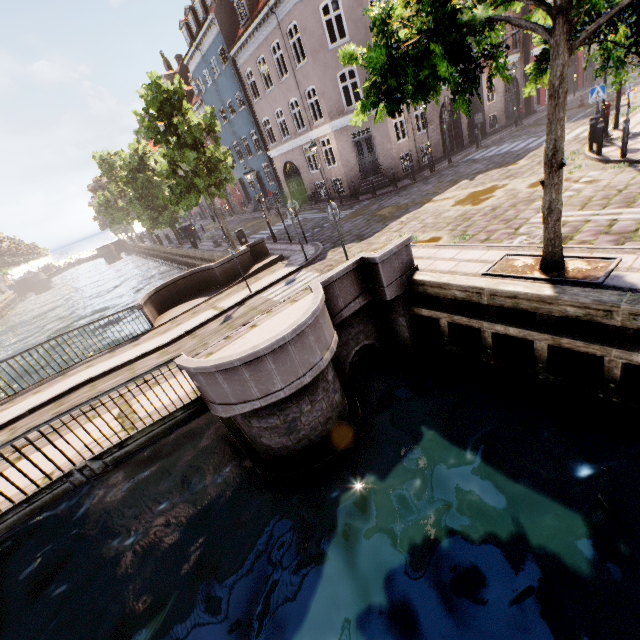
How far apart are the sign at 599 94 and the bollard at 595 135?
1.4m

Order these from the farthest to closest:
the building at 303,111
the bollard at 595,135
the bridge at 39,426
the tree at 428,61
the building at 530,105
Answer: the building at 530,105
the building at 303,111
the bollard at 595,135
the bridge at 39,426
the tree at 428,61

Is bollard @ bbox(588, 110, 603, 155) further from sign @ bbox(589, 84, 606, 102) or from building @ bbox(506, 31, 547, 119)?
building @ bbox(506, 31, 547, 119)

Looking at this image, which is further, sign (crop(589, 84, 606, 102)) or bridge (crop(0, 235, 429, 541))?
sign (crop(589, 84, 606, 102))

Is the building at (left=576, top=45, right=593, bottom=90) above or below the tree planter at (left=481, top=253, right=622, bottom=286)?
above

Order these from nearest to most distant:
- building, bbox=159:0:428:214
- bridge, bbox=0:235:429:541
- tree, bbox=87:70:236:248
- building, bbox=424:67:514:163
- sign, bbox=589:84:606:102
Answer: bridge, bbox=0:235:429:541
sign, bbox=589:84:606:102
tree, bbox=87:70:236:248
building, bbox=159:0:428:214
building, bbox=424:67:514:163

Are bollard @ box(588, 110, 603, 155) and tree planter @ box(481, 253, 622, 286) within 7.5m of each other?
no

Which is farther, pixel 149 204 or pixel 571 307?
pixel 149 204
